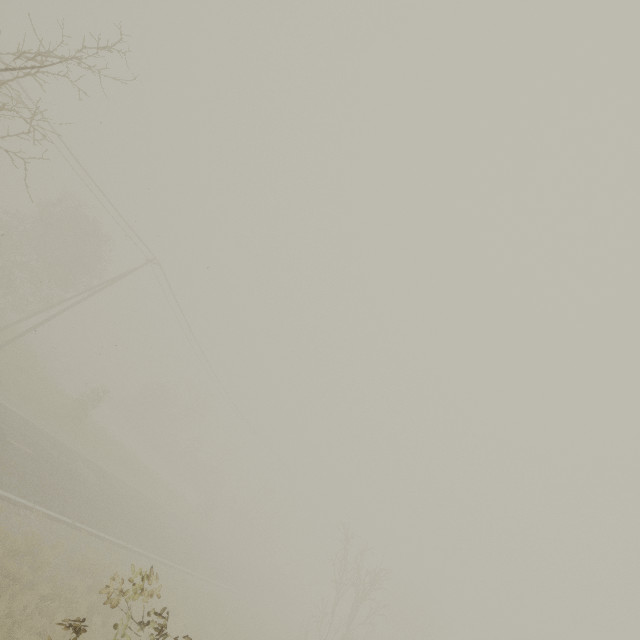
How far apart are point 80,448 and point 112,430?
13.16m
